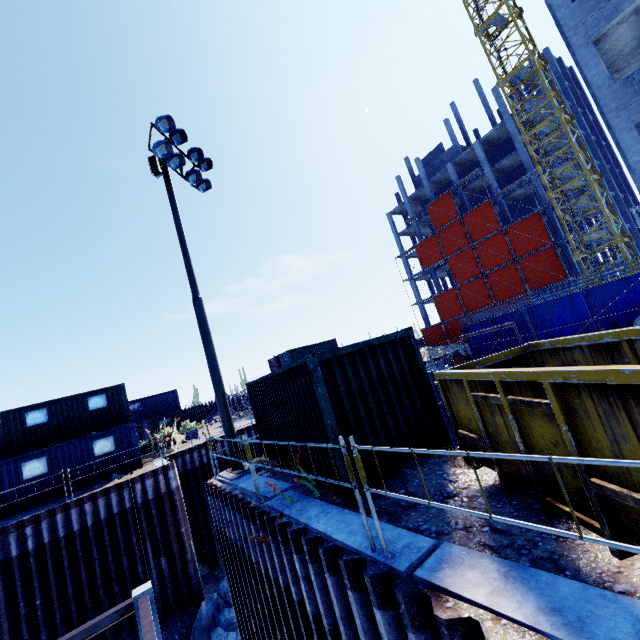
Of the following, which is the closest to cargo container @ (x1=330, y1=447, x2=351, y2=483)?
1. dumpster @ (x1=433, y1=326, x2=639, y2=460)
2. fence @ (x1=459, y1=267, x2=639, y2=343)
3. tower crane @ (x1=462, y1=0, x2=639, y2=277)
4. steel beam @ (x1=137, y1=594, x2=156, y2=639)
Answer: dumpster @ (x1=433, y1=326, x2=639, y2=460)

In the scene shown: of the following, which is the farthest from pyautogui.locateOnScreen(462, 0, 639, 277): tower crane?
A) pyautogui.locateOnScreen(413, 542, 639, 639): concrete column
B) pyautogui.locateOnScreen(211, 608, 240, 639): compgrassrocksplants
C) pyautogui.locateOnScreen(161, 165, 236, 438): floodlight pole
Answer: pyautogui.locateOnScreen(211, 608, 240, 639): compgrassrocksplants

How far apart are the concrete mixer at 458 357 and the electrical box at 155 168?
13.5m

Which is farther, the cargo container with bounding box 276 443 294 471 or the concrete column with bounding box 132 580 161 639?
the concrete column with bounding box 132 580 161 639

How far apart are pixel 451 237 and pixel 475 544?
44.05m

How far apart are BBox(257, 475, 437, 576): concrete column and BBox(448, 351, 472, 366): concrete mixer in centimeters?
968cm

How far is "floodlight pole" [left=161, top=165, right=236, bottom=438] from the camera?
10.0 meters

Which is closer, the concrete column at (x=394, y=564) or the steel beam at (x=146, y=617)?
the concrete column at (x=394, y=564)
